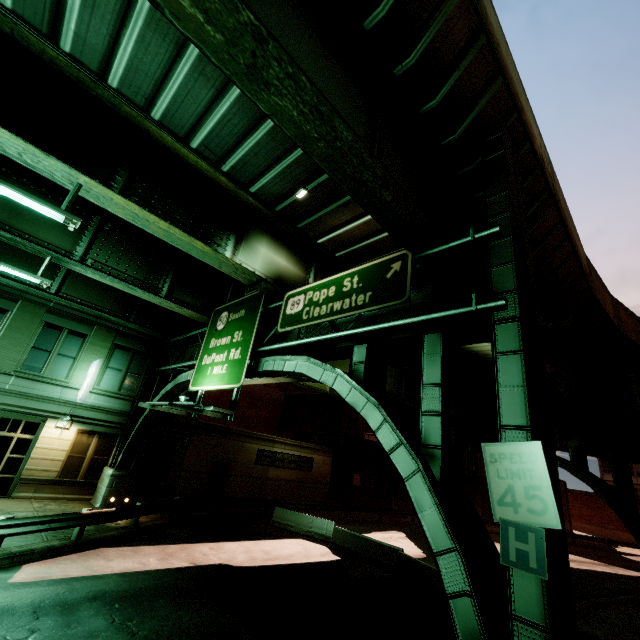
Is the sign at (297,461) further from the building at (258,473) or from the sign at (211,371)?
the sign at (211,371)

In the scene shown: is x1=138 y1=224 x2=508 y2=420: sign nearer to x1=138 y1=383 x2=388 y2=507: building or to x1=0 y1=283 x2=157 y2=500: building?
x1=0 y1=283 x2=157 y2=500: building

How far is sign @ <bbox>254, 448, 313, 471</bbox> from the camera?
24.6 meters

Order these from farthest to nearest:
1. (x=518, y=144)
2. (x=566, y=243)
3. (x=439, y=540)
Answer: (x=566, y=243) → (x=518, y=144) → (x=439, y=540)

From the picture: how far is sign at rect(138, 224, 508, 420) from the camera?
6.75m

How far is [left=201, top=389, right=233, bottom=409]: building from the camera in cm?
3191

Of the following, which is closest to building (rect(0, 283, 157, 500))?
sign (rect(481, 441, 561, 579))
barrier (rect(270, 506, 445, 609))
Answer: barrier (rect(270, 506, 445, 609))

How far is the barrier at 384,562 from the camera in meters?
12.2
